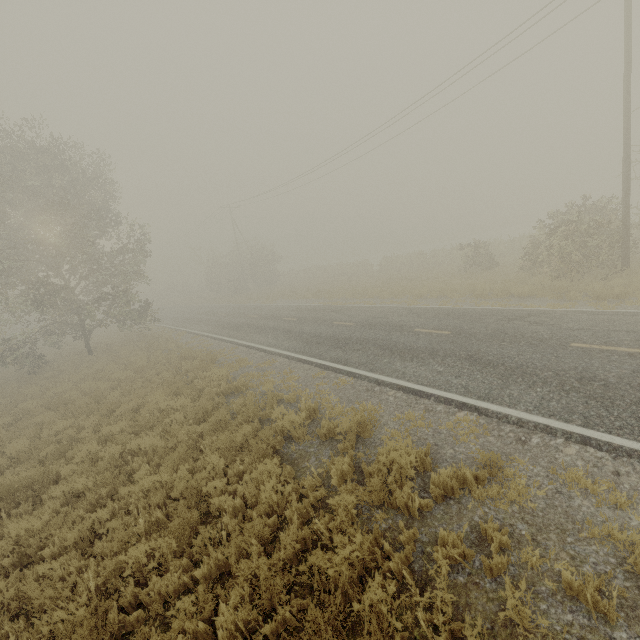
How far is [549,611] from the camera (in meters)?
3.40
